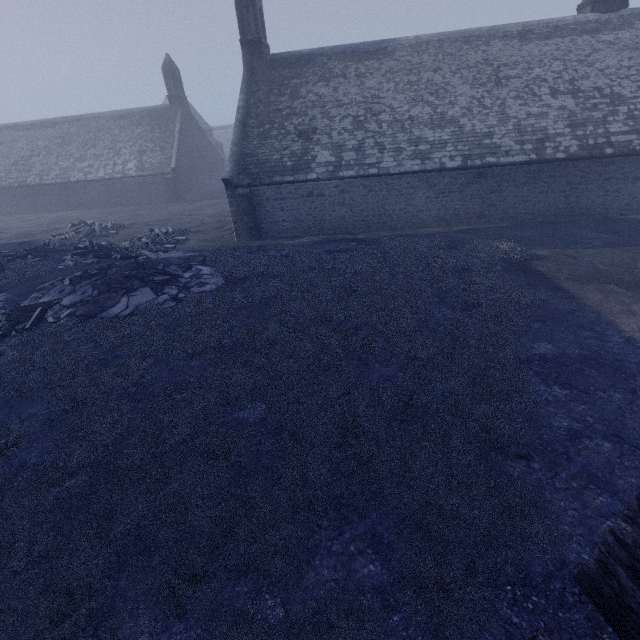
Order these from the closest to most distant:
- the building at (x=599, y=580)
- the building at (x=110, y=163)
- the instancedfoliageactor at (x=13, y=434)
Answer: the building at (x=599, y=580)
the instancedfoliageactor at (x=13, y=434)
the building at (x=110, y=163)

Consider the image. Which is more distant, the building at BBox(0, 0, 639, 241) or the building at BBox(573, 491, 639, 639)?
the building at BBox(0, 0, 639, 241)

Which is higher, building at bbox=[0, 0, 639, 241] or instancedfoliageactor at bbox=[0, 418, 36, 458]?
building at bbox=[0, 0, 639, 241]

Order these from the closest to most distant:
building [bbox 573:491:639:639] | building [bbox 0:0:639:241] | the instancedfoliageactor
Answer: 1. building [bbox 573:491:639:639]
2. the instancedfoliageactor
3. building [bbox 0:0:639:241]

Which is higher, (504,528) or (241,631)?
(504,528)

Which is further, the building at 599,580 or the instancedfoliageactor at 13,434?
the instancedfoliageactor at 13,434

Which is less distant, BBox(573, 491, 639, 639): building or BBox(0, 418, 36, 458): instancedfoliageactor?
BBox(573, 491, 639, 639): building
